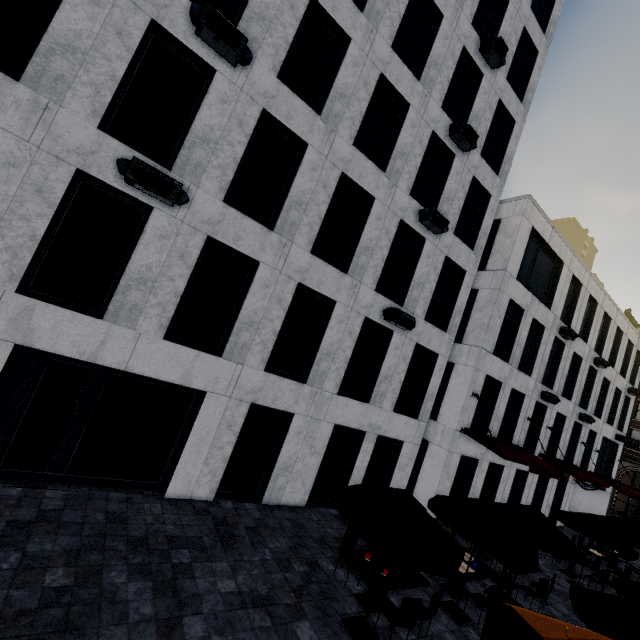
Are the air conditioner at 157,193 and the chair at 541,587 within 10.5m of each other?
no

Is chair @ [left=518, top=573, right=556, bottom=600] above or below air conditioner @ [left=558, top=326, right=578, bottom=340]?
below

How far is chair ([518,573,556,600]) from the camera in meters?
9.8 m

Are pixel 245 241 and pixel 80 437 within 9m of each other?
yes

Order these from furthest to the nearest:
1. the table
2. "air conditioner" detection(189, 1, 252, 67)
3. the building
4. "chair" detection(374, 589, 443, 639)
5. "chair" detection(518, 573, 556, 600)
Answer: the building, "chair" detection(518, 573, 556, 600), the table, "air conditioner" detection(189, 1, 252, 67), "chair" detection(374, 589, 443, 639)

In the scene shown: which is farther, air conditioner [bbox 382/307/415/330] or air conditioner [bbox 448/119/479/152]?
air conditioner [bbox 448/119/479/152]

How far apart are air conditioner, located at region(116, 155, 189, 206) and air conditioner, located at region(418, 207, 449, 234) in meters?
8.1

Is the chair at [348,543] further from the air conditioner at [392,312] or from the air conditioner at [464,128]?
the air conditioner at [464,128]
